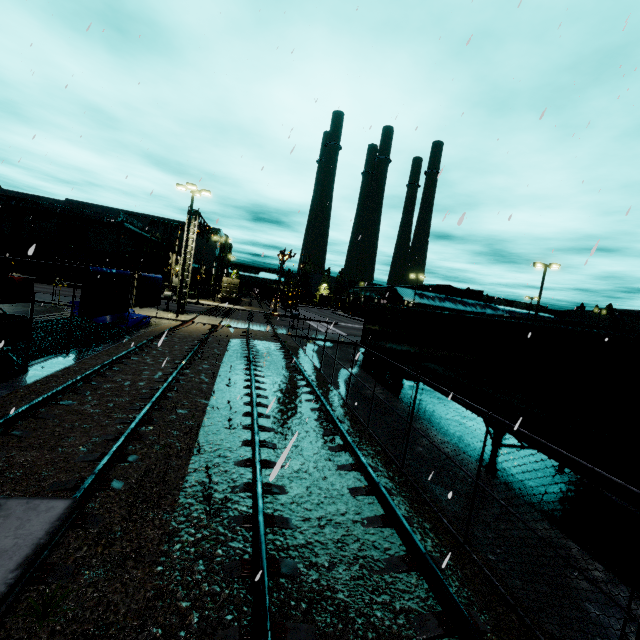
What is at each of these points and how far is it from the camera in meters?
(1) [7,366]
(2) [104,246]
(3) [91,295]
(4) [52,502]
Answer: (1) oil drum, 8.3
(2) building, 45.0
(3) tarp, 11.9
(4) flatcar, 2.3

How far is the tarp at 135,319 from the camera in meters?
18.2 m

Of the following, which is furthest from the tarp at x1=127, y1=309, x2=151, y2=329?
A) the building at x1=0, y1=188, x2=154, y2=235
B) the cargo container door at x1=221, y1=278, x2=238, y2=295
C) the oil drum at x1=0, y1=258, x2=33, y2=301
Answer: the cargo container door at x1=221, y1=278, x2=238, y2=295

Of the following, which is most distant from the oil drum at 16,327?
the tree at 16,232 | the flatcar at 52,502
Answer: the tree at 16,232

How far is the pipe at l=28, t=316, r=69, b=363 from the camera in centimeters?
1060cm

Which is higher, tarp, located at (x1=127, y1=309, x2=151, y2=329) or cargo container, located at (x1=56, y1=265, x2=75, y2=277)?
cargo container, located at (x1=56, y1=265, x2=75, y2=277)

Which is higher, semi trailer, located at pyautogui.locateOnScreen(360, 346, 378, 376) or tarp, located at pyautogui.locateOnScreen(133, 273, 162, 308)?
tarp, located at pyautogui.locateOnScreen(133, 273, 162, 308)

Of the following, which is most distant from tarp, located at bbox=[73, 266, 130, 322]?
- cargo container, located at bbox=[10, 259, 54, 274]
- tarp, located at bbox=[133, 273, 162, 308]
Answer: cargo container, located at bbox=[10, 259, 54, 274]
